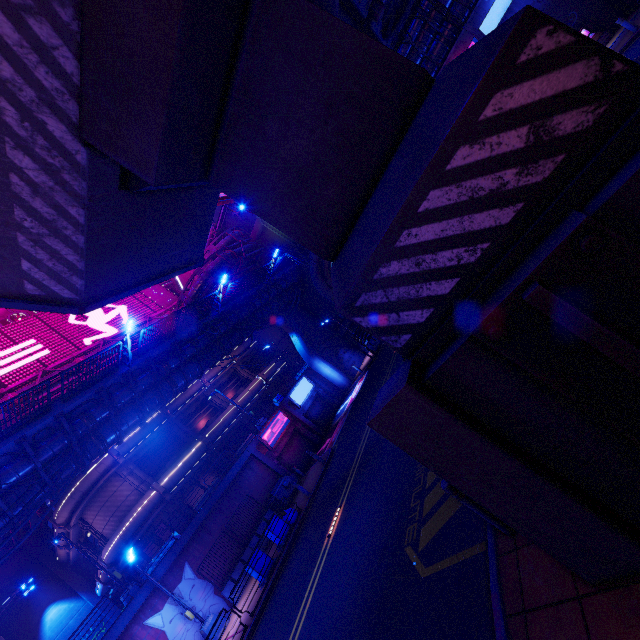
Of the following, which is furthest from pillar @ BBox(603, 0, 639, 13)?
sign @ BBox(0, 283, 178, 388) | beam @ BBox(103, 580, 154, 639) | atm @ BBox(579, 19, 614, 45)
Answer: sign @ BBox(0, 283, 178, 388)

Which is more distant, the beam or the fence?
the fence

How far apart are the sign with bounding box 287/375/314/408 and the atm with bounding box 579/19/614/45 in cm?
3242

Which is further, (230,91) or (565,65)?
(230,91)

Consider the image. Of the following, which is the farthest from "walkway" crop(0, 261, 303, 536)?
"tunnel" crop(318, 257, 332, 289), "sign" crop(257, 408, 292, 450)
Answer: "sign" crop(257, 408, 292, 450)

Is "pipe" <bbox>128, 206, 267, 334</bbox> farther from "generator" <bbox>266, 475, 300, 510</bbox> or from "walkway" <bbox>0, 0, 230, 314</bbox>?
"generator" <bbox>266, 475, 300, 510</bbox>

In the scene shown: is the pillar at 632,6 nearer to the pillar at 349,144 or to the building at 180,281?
the building at 180,281

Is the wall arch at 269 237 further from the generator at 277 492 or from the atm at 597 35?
the generator at 277 492
